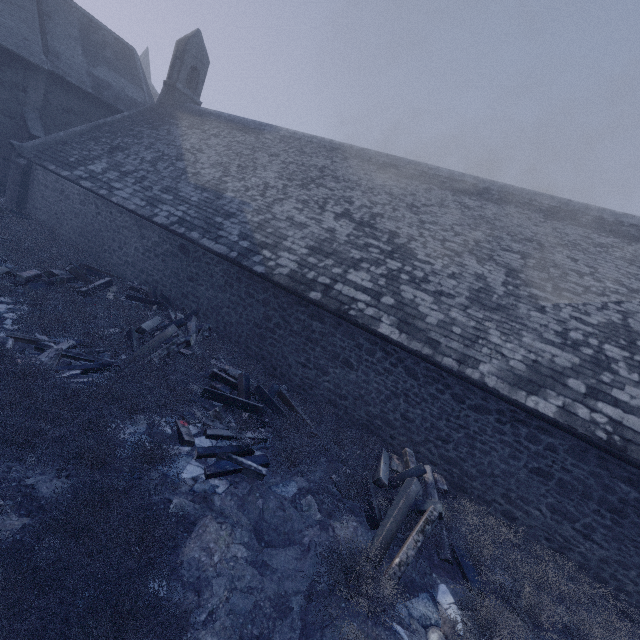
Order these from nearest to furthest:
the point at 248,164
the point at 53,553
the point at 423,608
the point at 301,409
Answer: the point at 53,553 → the point at 423,608 → the point at 301,409 → the point at 248,164

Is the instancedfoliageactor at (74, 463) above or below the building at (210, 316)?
below

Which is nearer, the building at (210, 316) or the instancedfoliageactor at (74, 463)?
the instancedfoliageactor at (74, 463)

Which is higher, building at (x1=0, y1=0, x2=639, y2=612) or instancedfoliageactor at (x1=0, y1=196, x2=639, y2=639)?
building at (x1=0, y1=0, x2=639, y2=612)

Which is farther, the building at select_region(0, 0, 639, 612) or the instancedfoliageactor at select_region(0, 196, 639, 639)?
the building at select_region(0, 0, 639, 612)
